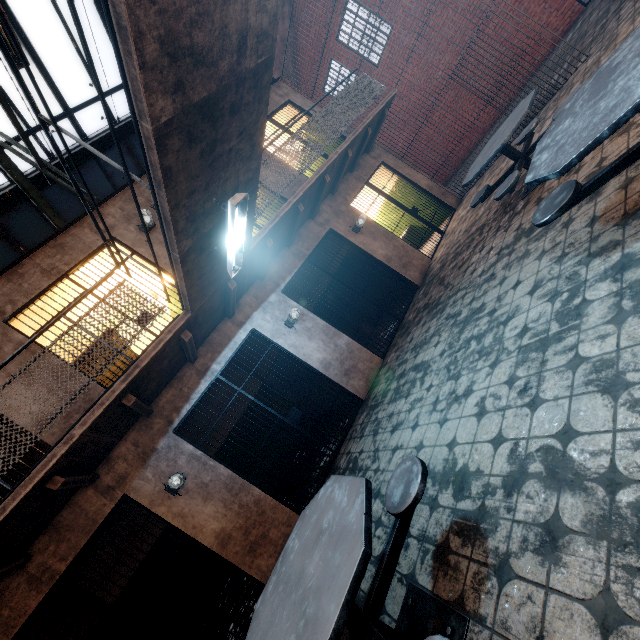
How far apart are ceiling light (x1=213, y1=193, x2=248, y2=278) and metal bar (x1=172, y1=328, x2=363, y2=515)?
2.1 meters

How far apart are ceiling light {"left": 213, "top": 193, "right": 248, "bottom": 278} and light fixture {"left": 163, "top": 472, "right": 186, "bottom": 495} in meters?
2.9

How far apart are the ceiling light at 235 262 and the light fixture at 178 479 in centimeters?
294cm

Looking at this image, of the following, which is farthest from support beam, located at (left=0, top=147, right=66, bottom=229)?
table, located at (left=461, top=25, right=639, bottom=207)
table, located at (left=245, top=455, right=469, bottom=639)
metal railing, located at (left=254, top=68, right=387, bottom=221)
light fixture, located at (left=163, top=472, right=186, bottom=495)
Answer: table, located at (left=245, top=455, right=469, bottom=639)

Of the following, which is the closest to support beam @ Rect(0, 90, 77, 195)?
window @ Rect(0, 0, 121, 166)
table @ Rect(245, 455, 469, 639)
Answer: window @ Rect(0, 0, 121, 166)

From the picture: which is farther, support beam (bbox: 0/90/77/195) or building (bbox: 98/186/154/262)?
building (bbox: 98/186/154/262)

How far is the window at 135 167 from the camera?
8.7 meters

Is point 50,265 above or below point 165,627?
above
